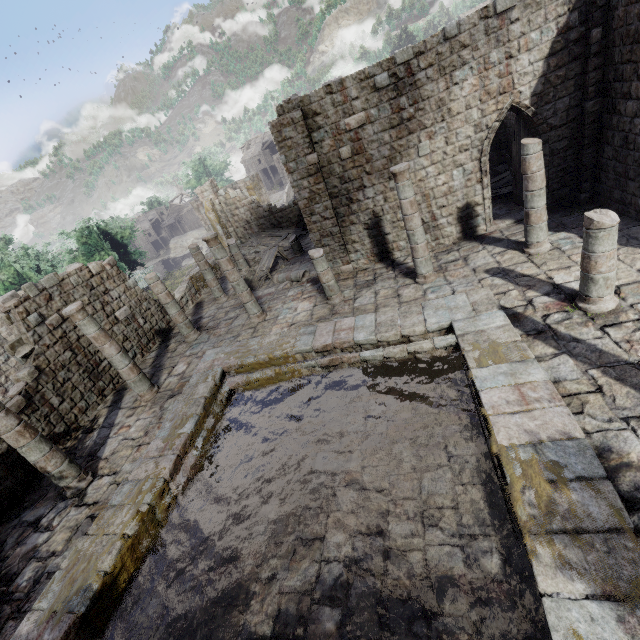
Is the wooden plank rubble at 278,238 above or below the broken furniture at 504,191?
above

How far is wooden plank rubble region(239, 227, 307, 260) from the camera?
22.0 meters

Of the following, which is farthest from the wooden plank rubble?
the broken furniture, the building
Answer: the broken furniture

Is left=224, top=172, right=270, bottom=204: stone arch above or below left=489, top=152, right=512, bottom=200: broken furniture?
above

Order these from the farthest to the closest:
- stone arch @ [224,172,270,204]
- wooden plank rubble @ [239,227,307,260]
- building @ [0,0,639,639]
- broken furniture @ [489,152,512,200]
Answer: stone arch @ [224,172,270,204]
wooden plank rubble @ [239,227,307,260]
broken furniture @ [489,152,512,200]
building @ [0,0,639,639]

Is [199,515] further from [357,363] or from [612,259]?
[612,259]

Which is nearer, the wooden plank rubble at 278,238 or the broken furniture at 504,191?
the broken furniture at 504,191

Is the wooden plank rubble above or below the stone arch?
below
